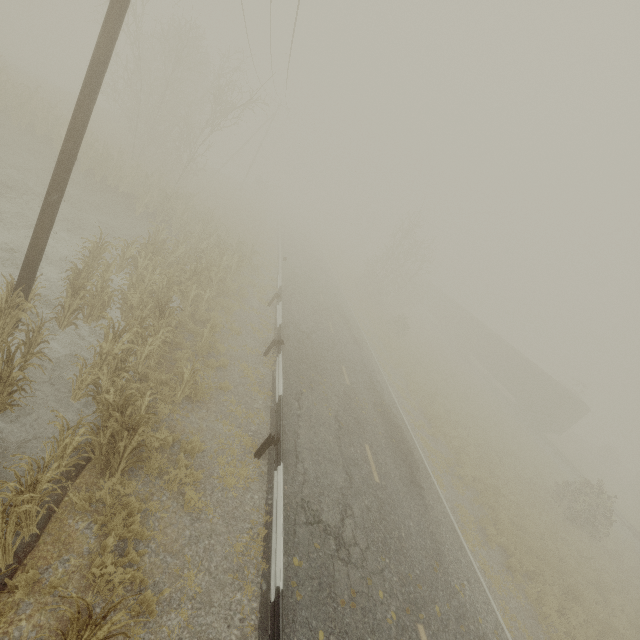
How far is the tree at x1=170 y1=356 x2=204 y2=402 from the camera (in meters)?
7.98

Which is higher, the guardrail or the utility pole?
the utility pole

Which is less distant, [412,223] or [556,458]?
[556,458]

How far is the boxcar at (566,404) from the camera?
30.2m

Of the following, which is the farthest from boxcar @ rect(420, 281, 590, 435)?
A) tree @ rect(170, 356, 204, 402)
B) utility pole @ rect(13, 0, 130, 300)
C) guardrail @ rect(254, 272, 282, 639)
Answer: utility pole @ rect(13, 0, 130, 300)

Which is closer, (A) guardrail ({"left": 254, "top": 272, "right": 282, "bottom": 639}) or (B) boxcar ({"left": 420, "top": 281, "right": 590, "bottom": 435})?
(A) guardrail ({"left": 254, "top": 272, "right": 282, "bottom": 639})

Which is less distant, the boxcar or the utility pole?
the utility pole

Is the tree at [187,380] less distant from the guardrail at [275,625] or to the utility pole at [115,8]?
the guardrail at [275,625]
